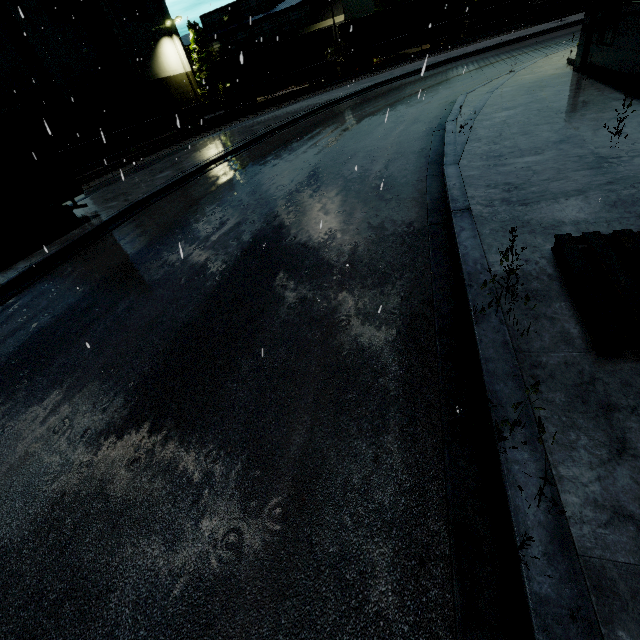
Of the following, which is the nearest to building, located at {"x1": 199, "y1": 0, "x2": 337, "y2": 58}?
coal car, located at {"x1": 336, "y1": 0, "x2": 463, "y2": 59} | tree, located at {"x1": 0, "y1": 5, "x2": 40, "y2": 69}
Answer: tree, located at {"x1": 0, "y1": 5, "x2": 40, "y2": 69}

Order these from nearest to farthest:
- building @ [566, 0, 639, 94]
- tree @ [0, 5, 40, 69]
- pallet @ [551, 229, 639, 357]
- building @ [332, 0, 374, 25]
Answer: pallet @ [551, 229, 639, 357]
building @ [566, 0, 639, 94]
tree @ [0, 5, 40, 69]
building @ [332, 0, 374, 25]

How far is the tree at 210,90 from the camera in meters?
39.6 m

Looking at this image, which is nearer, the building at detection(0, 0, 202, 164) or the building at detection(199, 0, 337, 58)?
the building at detection(0, 0, 202, 164)

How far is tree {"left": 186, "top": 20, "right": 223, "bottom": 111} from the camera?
39.62m

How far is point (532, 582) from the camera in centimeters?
193cm

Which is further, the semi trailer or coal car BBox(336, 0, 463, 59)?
coal car BBox(336, 0, 463, 59)

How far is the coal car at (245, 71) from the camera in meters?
29.6
